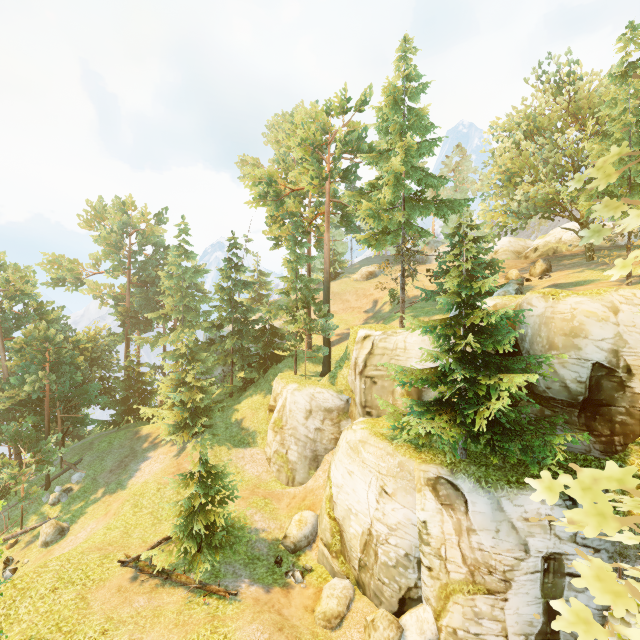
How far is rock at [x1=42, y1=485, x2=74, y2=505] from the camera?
25.8 meters

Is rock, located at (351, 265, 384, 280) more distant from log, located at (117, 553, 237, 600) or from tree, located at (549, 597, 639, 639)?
log, located at (117, 553, 237, 600)

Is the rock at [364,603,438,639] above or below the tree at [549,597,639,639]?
below

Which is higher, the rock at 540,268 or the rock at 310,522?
the rock at 540,268

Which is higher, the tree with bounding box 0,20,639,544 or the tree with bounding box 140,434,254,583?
the tree with bounding box 0,20,639,544

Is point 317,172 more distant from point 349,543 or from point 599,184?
point 349,543

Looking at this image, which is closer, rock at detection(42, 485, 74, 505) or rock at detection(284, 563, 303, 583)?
rock at detection(284, 563, 303, 583)

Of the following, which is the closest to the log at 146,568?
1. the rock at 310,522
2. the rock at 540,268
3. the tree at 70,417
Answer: the tree at 70,417
